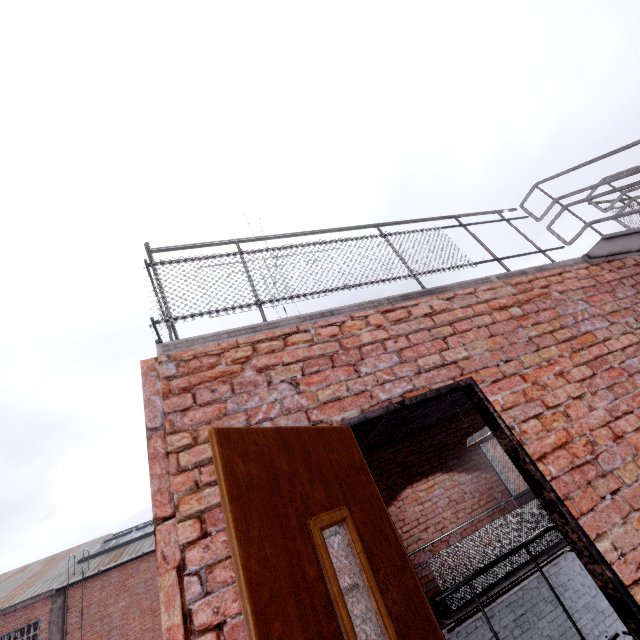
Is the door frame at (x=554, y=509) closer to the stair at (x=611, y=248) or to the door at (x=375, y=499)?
the door at (x=375, y=499)

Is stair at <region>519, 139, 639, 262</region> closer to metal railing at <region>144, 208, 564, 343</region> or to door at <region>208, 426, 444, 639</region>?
metal railing at <region>144, 208, 564, 343</region>

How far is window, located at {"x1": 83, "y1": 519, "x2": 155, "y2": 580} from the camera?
16.7m

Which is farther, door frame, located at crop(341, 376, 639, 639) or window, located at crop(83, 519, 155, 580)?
window, located at crop(83, 519, 155, 580)

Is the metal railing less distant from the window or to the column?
the window

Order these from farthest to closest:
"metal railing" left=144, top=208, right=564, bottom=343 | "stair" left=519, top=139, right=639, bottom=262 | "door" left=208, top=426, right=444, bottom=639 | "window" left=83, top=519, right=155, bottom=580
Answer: "window" left=83, top=519, right=155, bottom=580, "stair" left=519, top=139, right=639, bottom=262, "metal railing" left=144, top=208, right=564, bottom=343, "door" left=208, top=426, right=444, bottom=639

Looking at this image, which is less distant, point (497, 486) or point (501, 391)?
point (501, 391)

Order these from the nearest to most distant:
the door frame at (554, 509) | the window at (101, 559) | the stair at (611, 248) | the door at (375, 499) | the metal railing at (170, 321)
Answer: the door at (375, 499)
the door frame at (554, 509)
the metal railing at (170, 321)
the stair at (611, 248)
the window at (101, 559)
